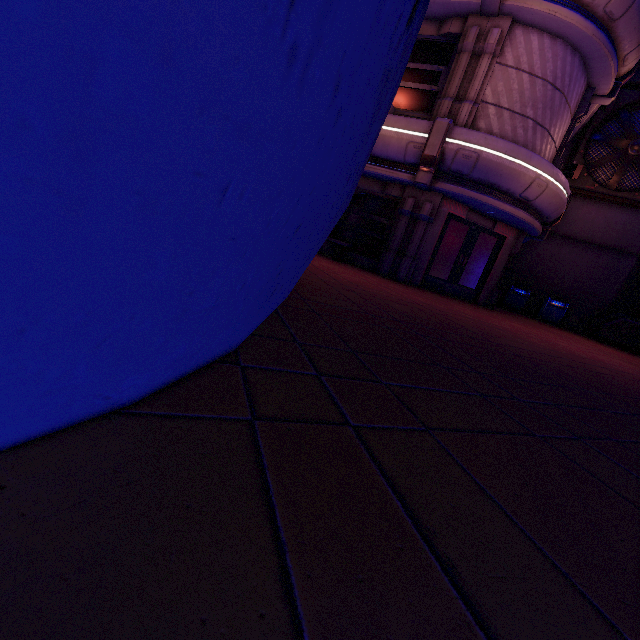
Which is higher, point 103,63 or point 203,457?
point 103,63

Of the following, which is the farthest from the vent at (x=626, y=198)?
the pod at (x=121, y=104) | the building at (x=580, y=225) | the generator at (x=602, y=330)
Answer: the pod at (x=121, y=104)

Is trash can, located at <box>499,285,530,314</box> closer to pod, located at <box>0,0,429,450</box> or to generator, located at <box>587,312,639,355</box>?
generator, located at <box>587,312,639,355</box>

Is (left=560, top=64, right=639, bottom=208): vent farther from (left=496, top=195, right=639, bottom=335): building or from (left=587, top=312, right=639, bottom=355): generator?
(left=587, top=312, right=639, bottom=355): generator

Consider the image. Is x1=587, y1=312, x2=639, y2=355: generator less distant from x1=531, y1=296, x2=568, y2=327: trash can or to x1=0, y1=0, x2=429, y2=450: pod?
x1=531, y1=296, x2=568, y2=327: trash can

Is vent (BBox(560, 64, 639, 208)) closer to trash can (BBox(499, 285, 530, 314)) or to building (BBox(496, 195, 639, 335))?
building (BBox(496, 195, 639, 335))

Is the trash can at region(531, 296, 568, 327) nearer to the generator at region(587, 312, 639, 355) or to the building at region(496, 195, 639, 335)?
the building at region(496, 195, 639, 335)

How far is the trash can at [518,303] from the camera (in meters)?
15.44
